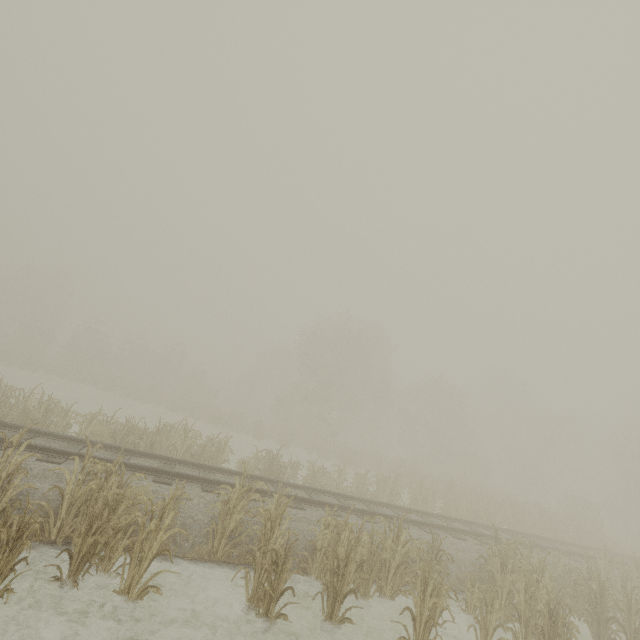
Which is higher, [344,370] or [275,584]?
[344,370]
